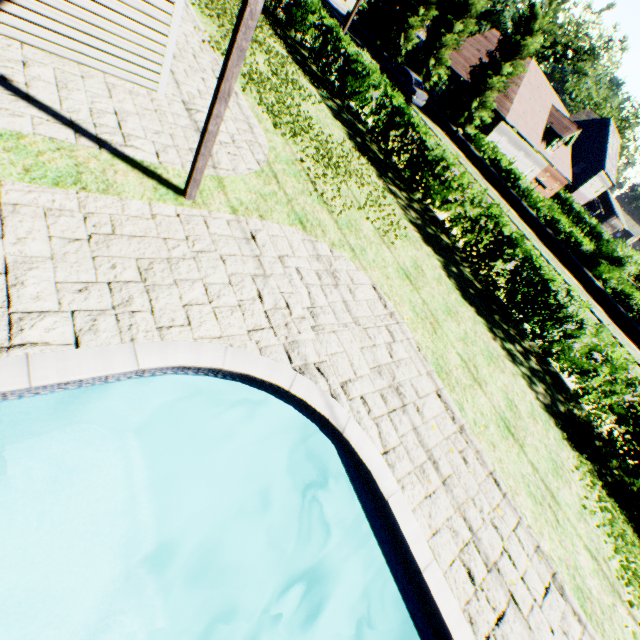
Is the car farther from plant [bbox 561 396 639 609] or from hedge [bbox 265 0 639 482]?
plant [bbox 561 396 639 609]

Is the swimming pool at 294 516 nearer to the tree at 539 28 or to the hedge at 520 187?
the tree at 539 28

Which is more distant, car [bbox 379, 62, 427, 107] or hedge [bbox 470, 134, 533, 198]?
car [bbox 379, 62, 427, 107]

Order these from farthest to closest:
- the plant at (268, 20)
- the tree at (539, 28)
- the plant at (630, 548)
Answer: the tree at (539, 28), the plant at (268, 20), the plant at (630, 548)

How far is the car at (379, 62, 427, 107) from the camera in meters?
24.4 m

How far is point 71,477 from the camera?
4.8m

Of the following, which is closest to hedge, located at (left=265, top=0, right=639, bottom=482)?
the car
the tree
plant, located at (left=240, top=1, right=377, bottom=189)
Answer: the tree

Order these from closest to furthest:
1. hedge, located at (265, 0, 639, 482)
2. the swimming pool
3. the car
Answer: the swimming pool → hedge, located at (265, 0, 639, 482) → the car
